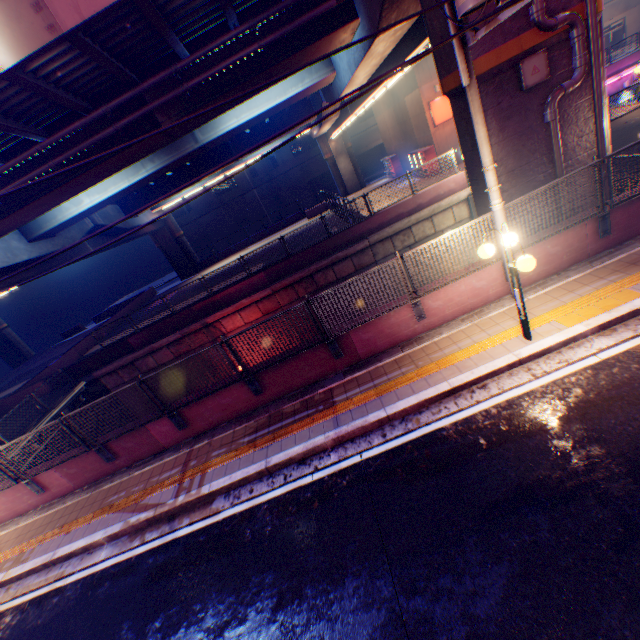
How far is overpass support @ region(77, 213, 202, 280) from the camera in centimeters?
2947cm

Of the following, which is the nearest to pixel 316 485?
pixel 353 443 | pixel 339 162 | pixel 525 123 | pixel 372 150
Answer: pixel 353 443

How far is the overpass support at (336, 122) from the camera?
20.1m

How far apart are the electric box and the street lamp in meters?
4.1 m

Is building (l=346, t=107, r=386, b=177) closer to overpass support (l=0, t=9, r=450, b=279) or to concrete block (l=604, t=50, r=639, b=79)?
overpass support (l=0, t=9, r=450, b=279)

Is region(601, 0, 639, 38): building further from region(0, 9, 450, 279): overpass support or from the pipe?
the pipe

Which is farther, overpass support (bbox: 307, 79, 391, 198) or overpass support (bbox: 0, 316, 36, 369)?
overpass support (bbox: 0, 316, 36, 369)
